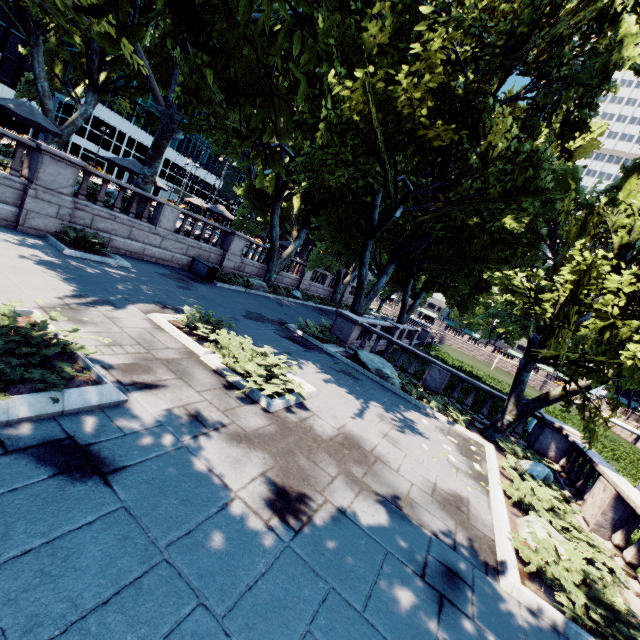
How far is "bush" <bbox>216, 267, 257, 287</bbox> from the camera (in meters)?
19.42

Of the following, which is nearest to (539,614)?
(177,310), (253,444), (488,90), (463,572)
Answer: (463,572)

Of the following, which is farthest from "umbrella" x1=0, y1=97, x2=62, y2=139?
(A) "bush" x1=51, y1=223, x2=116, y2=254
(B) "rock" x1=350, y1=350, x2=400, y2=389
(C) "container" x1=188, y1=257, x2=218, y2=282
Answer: (B) "rock" x1=350, y1=350, x2=400, y2=389

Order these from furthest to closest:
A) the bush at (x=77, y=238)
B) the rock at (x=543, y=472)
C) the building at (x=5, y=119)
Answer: the building at (x=5, y=119)
the bush at (x=77, y=238)
the rock at (x=543, y=472)

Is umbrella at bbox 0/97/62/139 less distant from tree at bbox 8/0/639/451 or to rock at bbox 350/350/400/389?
tree at bbox 8/0/639/451

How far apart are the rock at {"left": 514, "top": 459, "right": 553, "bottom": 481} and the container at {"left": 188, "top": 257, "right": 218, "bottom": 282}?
16.09m

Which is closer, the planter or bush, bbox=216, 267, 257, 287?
the planter

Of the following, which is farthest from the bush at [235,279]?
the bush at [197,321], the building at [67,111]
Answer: the building at [67,111]
